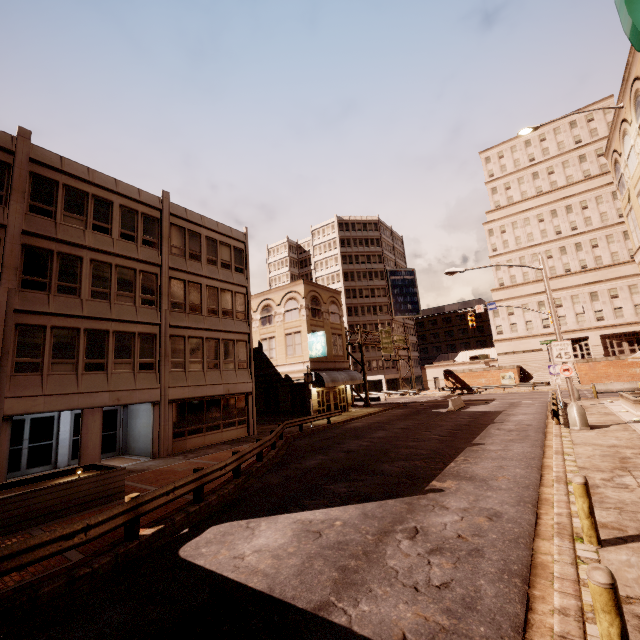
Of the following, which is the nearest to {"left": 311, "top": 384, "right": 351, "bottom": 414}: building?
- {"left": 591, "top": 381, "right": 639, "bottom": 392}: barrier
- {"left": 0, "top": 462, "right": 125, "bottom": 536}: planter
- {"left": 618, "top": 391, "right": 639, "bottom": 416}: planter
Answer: {"left": 0, "top": 462, "right": 125, "bottom": 536}: planter

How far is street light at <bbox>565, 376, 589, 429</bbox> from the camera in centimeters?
1573cm

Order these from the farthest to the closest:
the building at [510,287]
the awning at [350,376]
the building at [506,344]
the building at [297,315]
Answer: the building at [510,287] → the building at [506,344] → the awning at [350,376] → the building at [297,315]

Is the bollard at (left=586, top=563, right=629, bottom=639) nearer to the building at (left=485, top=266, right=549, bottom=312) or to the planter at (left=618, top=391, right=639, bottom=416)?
the planter at (left=618, top=391, right=639, bottom=416)

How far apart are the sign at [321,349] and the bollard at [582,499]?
23.3m

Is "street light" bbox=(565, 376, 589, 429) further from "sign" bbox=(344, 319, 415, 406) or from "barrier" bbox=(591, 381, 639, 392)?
"barrier" bbox=(591, 381, 639, 392)

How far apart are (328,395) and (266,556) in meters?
25.5 m

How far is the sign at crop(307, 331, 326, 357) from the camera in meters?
29.4
